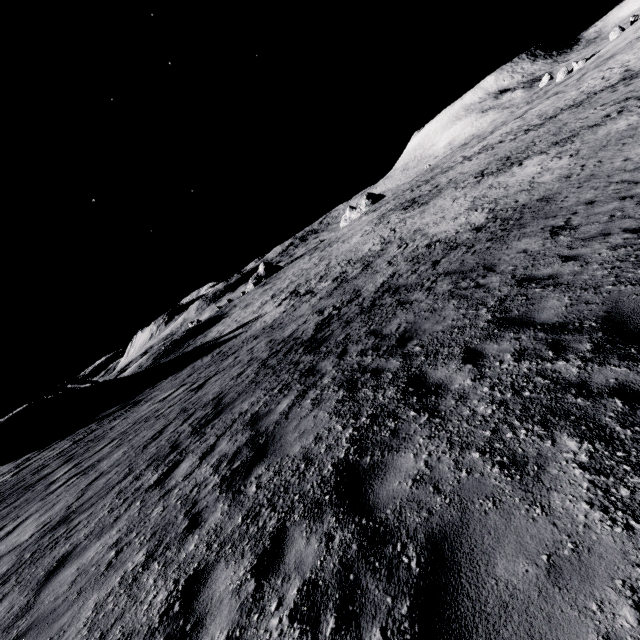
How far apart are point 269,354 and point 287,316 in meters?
9.4
